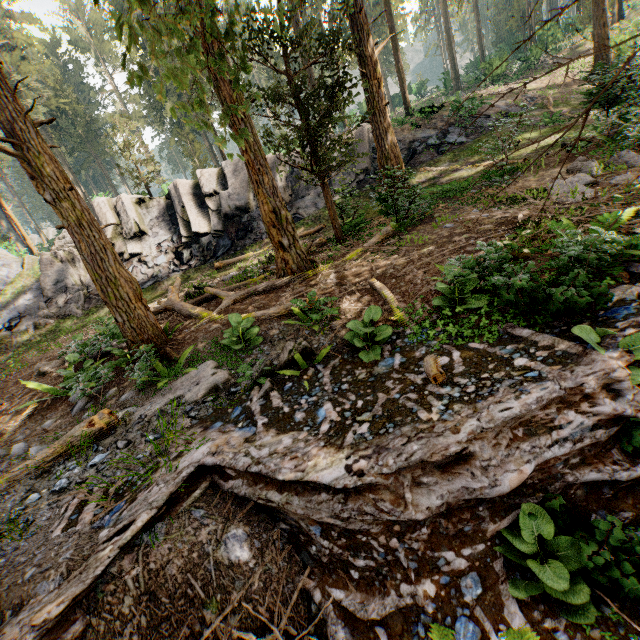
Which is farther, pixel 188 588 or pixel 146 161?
pixel 146 161

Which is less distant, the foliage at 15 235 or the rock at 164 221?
the rock at 164 221

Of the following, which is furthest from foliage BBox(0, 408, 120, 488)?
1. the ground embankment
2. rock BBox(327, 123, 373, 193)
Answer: rock BBox(327, 123, 373, 193)

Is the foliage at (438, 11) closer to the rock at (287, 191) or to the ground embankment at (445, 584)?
the ground embankment at (445, 584)

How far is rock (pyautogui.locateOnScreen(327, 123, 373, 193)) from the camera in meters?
20.4 m

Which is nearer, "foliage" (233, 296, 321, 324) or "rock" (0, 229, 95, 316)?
"foliage" (233, 296, 321, 324)

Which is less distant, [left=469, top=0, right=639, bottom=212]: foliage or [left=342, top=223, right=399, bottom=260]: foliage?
[left=469, top=0, right=639, bottom=212]: foliage
